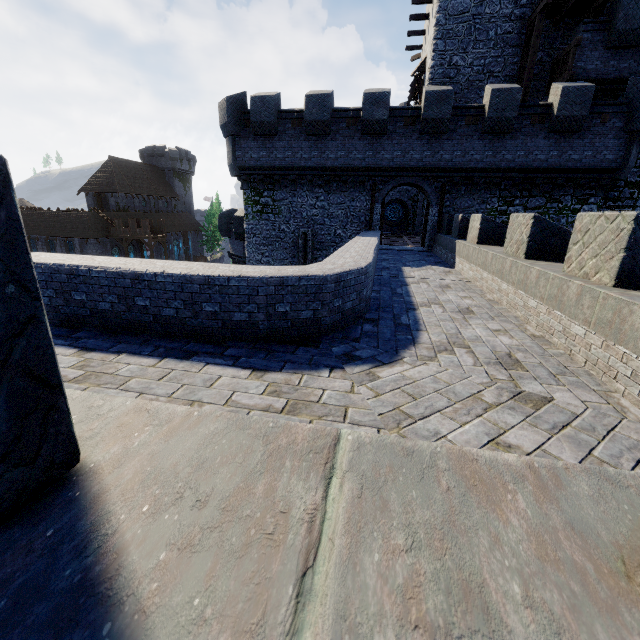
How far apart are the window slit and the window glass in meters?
19.6

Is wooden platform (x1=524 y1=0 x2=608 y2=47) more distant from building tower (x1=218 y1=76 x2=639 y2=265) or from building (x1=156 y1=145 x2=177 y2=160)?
building (x1=156 y1=145 x2=177 y2=160)

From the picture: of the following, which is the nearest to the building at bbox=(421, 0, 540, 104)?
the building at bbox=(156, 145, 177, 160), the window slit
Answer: the window slit

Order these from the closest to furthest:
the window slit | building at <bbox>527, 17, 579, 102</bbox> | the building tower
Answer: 1. the building tower
2. building at <bbox>527, 17, 579, 102</bbox>
3. the window slit

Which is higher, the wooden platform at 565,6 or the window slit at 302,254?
the wooden platform at 565,6

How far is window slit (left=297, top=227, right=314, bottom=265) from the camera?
19.5m

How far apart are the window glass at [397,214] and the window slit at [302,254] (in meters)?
19.61

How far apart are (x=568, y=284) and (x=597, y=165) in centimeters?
1604cm
